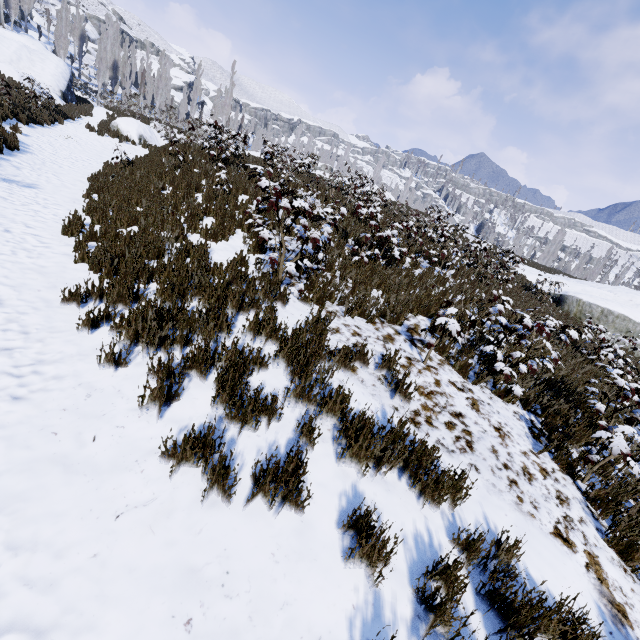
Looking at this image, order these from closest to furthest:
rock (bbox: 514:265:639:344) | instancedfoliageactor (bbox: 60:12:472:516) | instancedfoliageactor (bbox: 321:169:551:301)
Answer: instancedfoliageactor (bbox: 60:12:472:516) → instancedfoliageactor (bbox: 321:169:551:301) → rock (bbox: 514:265:639:344)

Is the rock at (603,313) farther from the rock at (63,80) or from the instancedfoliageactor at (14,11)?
the instancedfoliageactor at (14,11)

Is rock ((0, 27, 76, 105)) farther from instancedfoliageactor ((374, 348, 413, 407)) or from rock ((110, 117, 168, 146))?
rock ((110, 117, 168, 146))

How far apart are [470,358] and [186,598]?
5.86m

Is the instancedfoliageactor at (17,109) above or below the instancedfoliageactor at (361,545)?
above

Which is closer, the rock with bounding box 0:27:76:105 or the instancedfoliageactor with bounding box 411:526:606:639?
the instancedfoliageactor with bounding box 411:526:606:639

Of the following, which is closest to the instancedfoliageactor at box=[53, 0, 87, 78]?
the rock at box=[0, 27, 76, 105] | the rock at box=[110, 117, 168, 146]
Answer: the rock at box=[0, 27, 76, 105]

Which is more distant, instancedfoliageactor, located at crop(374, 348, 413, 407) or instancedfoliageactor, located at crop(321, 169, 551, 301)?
instancedfoliageactor, located at crop(321, 169, 551, 301)
